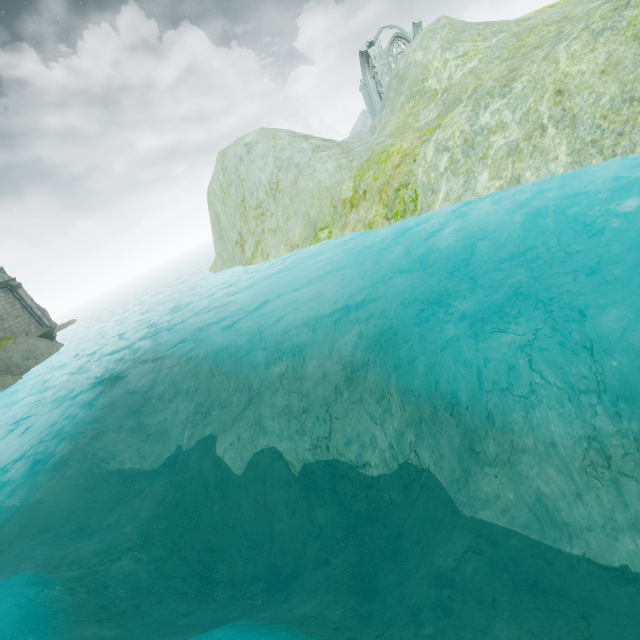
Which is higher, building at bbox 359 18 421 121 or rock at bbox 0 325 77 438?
building at bbox 359 18 421 121

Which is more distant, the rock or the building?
the building

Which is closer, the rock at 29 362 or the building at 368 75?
the rock at 29 362

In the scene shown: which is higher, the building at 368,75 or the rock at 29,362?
the building at 368,75

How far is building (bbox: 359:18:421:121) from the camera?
38.47m

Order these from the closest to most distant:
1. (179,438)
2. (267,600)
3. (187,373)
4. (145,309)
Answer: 1. (267,600)
2. (179,438)
3. (187,373)
4. (145,309)
